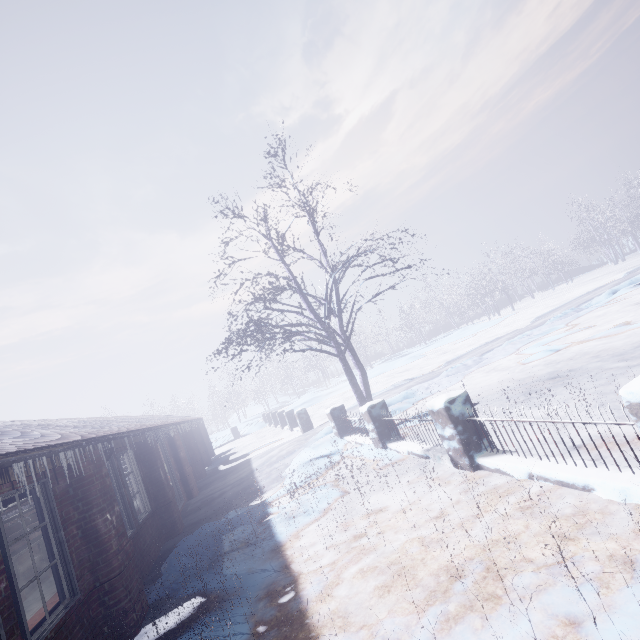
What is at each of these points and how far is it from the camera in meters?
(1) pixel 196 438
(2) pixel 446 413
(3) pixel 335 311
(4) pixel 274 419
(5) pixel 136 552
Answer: (1) window, 15.7 m
(2) fence, 4.2 m
(3) tree, 9.2 m
(4) fence, 19.3 m
(5) window, 5.2 m

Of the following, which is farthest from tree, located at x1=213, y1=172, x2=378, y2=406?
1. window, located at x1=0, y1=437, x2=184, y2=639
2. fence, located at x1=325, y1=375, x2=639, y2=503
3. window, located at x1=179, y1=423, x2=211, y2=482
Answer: window, located at x1=179, y1=423, x2=211, y2=482

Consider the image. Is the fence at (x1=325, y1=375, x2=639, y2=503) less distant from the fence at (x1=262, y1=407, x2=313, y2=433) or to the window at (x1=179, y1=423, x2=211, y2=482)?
the fence at (x1=262, y1=407, x2=313, y2=433)

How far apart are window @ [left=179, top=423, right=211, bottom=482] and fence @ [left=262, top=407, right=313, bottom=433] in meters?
3.7

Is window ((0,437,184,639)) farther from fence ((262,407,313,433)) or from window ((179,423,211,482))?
fence ((262,407,313,433))

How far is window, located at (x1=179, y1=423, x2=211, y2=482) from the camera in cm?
1246

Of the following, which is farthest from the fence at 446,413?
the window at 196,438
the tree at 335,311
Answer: the window at 196,438

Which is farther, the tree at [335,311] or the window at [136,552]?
the tree at [335,311]
